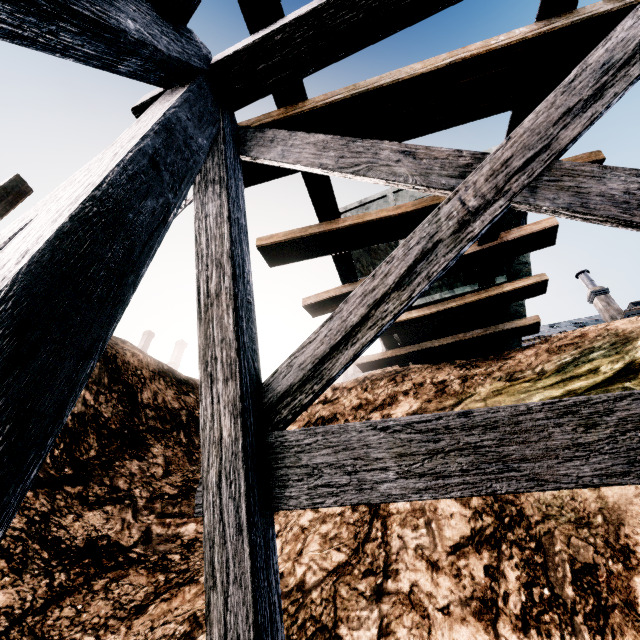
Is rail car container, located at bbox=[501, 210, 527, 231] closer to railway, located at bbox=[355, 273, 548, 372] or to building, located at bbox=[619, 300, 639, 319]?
railway, located at bbox=[355, 273, 548, 372]

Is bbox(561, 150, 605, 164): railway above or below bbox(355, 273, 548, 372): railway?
below

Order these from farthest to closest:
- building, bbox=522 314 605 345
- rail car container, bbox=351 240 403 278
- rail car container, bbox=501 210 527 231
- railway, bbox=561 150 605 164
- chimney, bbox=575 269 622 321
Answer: building, bbox=522 314 605 345
chimney, bbox=575 269 622 321
rail car container, bbox=351 240 403 278
rail car container, bbox=501 210 527 231
railway, bbox=561 150 605 164

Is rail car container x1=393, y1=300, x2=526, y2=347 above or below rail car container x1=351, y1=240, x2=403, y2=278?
below

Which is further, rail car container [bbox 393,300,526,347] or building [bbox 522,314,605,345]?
building [bbox 522,314,605,345]

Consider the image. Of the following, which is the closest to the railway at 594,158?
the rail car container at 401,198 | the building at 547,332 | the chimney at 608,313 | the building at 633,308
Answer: the rail car container at 401,198

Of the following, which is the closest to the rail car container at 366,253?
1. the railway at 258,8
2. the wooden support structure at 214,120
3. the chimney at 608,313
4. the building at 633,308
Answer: the railway at 258,8

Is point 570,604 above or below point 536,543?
below
